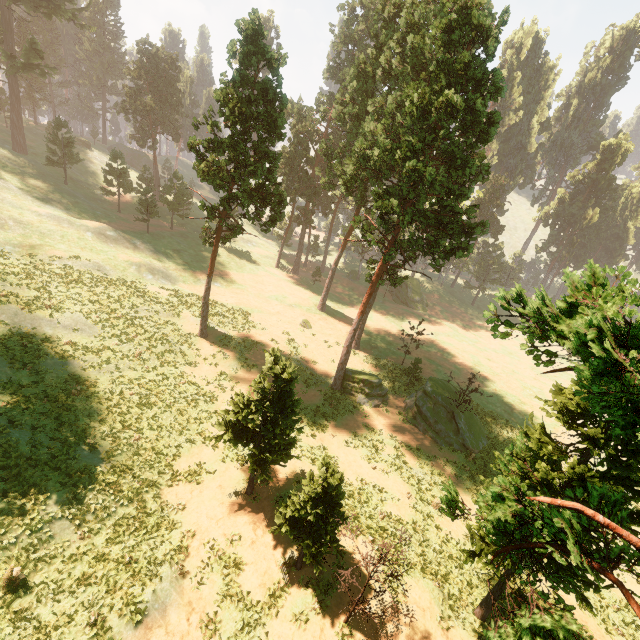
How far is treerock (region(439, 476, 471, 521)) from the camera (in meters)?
7.54

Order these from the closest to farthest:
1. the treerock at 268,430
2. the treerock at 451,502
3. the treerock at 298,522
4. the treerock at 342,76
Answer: the treerock at 451,502, the treerock at 298,522, the treerock at 268,430, the treerock at 342,76

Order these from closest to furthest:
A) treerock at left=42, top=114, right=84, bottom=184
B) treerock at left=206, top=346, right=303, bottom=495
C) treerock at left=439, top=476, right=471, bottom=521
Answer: treerock at left=439, top=476, right=471, bottom=521, treerock at left=206, top=346, right=303, bottom=495, treerock at left=42, top=114, right=84, bottom=184

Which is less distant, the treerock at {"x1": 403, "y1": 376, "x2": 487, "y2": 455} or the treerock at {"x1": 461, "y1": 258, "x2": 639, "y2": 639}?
the treerock at {"x1": 461, "y1": 258, "x2": 639, "y2": 639}

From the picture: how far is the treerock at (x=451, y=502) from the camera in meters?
7.5

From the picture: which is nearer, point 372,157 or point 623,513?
point 623,513
